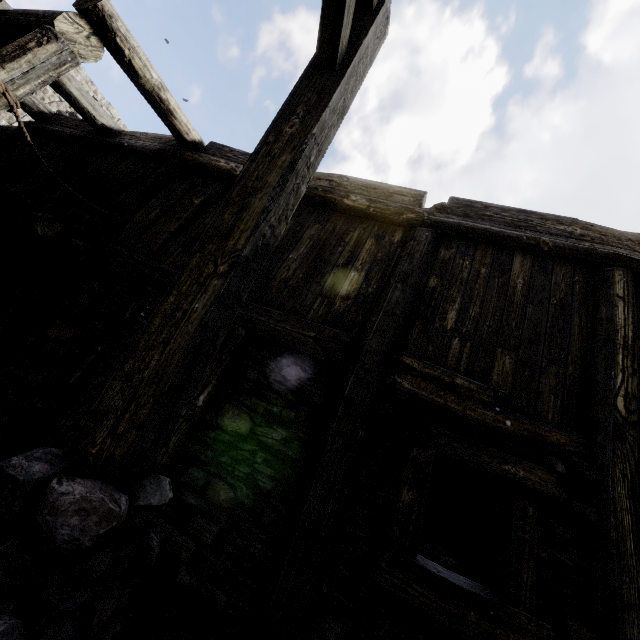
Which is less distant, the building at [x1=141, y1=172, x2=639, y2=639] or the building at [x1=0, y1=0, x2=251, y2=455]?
the building at [x1=141, y1=172, x2=639, y2=639]

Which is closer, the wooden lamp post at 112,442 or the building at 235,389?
the wooden lamp post at 112,442

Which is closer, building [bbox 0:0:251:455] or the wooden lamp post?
the wooden lamp post

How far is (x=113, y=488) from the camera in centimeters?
133cm

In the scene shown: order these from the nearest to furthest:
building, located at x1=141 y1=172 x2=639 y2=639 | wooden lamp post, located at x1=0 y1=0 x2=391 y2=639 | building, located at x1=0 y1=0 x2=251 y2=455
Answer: wooden lamp post, located at x1=0 y1=0 x2=391 y2=639 → building, located at x1=141 y1=172 x2=639 y2=639 → building, located at x1=0 y1=0 x2=251 y2=455
